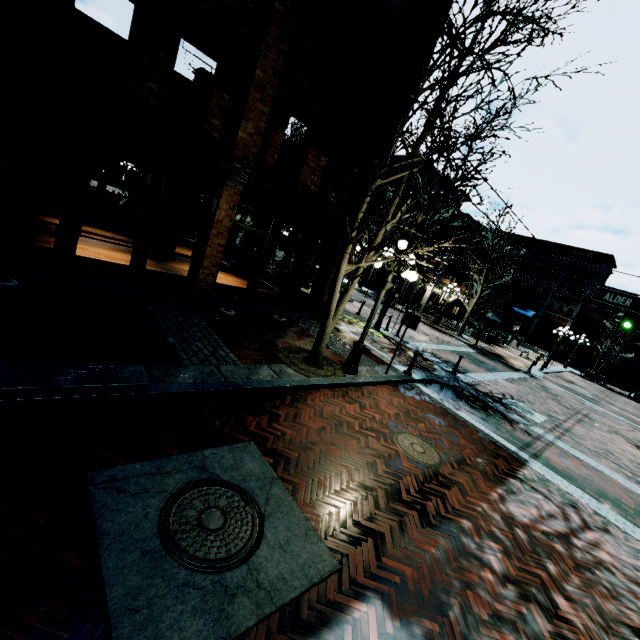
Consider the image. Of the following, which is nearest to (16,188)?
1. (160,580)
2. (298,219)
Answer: (298,219)

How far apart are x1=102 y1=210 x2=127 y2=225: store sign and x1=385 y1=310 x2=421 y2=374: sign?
7.8 meters

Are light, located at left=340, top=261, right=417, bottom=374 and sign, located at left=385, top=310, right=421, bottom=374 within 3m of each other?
yes

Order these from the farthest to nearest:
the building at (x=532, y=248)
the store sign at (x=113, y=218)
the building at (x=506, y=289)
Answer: the building at (x=532, y=248) < the building at (x=506, y=289) < the store sign at (x=113, y=218)

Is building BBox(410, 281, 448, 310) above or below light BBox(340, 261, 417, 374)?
above

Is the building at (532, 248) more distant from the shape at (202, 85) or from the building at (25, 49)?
the shape at (202, 85)

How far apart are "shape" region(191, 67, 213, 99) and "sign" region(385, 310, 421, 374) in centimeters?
973cm

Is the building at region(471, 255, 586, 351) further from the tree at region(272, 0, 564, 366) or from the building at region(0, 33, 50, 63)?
the tree at region(272, 0, 564, 366)
